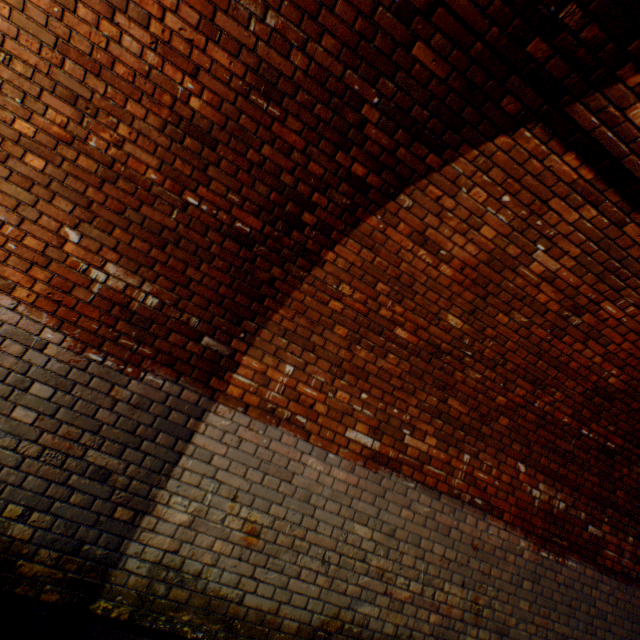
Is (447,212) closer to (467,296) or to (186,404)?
(467,296)
